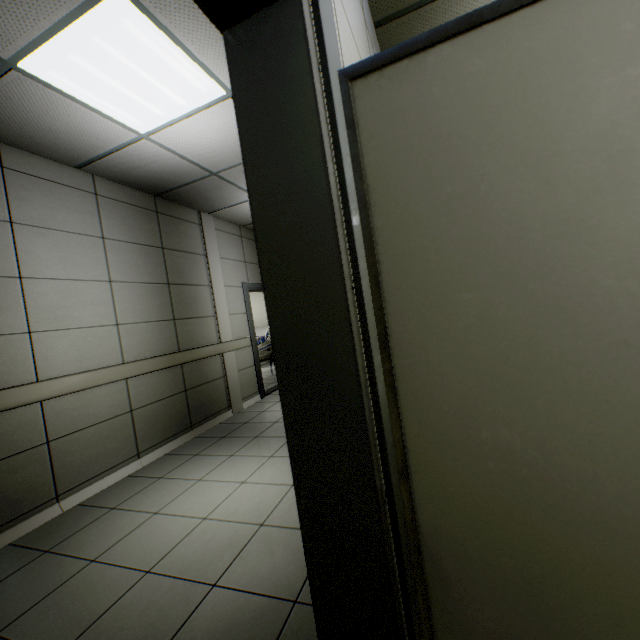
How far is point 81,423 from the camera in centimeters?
309cm
